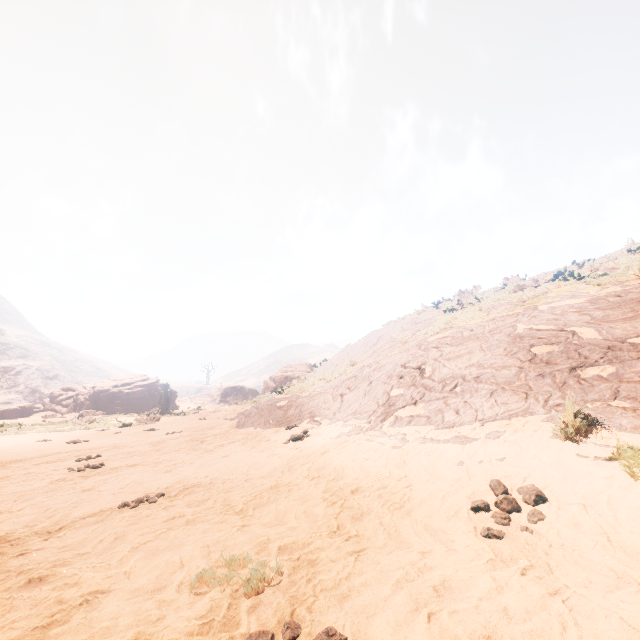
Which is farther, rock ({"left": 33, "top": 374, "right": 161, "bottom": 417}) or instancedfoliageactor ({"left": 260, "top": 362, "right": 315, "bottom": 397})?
rock ({"left": 33, "top": 374, "right": 161, "bottom": 417})

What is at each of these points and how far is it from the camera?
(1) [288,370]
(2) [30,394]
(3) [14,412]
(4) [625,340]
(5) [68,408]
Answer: (1) instancedfoliageactor, 32.28m
(2) z, 58.66m
(3) instancedfoliageactor, 33.66m
(4) z, 5.32m
(5) rock, 36.62m

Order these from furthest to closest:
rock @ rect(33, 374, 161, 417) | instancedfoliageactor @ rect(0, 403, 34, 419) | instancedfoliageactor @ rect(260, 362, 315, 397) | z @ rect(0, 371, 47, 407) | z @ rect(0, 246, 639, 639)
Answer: z @ rect(0, 371, 47, 407) < rock @ rect(33, 374, 161, 417) < instancedfoliageactor @ rect(0, 403, 34, 419) < instancedfoliageactor @ rect(260, 362, 315, 397) < z @ rect(0, 246, 639, 639)

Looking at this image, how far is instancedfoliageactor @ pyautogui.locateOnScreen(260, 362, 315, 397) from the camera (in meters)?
22.73

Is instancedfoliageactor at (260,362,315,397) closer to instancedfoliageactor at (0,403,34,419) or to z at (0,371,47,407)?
instancedfoliageactor at (0,403,34,419)

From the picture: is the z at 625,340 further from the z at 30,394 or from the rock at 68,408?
the z at 30,394

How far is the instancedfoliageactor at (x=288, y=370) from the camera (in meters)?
22.73
